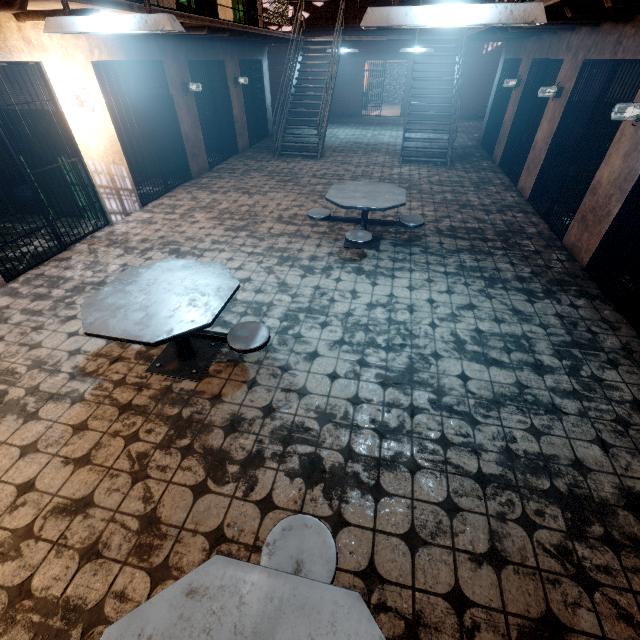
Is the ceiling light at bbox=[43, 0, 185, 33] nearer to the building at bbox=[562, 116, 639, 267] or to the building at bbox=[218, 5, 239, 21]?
the building at bbox=[218, 5, 239, 21]

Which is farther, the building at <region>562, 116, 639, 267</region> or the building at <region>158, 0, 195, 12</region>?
the building at <region>158, 0, 195, 12</region>

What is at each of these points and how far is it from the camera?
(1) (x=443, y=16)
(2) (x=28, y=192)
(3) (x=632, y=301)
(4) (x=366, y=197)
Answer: (1) ceiling light, 2.14m
(2) metal bar, 4.59m
(3) metal bar, 3.82m
(4) table, 4.80m

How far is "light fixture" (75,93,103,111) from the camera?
5.05m

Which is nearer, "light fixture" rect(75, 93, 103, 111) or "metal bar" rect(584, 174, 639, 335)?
"metal bar" rect(584, 174, 639, 335)

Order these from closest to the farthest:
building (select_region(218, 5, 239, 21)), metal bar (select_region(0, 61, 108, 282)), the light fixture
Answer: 1. metal bar (select_region(0, 61, 108, 282))
2. the light fixture
3. building (select_region(218, 5, 239, 21))

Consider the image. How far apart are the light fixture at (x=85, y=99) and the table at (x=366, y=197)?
3.8 meters

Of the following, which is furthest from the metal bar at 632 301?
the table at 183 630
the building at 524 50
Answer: the table at 183 630
